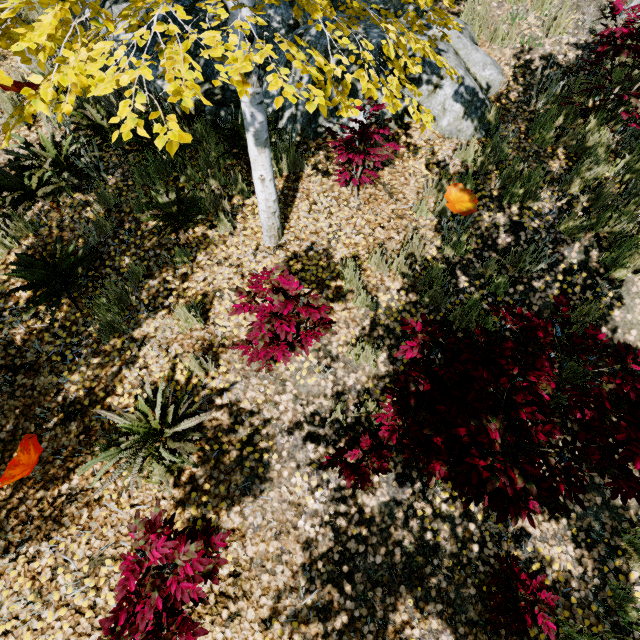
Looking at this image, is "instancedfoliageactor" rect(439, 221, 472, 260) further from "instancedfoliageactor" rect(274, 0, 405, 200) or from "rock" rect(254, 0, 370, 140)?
"instancedfoliageactor" rect(274, 0, 405, 200)

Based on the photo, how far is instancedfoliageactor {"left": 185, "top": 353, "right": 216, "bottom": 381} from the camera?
3.44m

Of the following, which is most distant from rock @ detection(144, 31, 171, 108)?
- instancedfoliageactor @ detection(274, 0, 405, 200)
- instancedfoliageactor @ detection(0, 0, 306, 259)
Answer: instancedfoliageactor @ detection(274, 0, 405, 200)

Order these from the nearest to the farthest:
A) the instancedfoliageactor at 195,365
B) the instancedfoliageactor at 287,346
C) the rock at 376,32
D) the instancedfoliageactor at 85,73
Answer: the instancedfoliageactor at 85,73 → the instancedfoliageactor at 287,346 → the instancedfoliageactor at 195,365 → the rock at 376,32

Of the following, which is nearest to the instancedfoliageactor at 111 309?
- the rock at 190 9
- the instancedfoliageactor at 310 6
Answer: the rock at 190 9

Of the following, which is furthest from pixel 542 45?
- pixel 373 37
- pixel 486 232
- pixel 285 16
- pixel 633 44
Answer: pixel 285 16

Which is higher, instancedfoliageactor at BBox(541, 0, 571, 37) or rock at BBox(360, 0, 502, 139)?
instancedfoliageactor at BBox(541, 0, 571, 37)

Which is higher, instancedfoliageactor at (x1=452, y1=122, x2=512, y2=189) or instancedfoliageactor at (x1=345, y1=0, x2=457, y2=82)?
instancedfoliageactor at (x1=345, y1=0, x2=457, y2=82)
